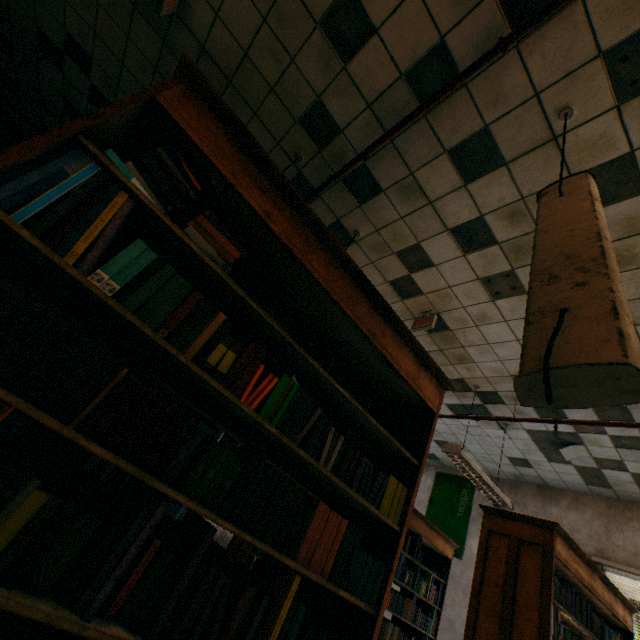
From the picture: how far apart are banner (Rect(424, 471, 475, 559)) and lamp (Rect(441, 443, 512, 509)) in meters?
2.2

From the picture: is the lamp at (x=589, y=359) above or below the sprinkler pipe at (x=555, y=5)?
below

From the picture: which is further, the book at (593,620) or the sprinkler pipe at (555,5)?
the book at (593,620)

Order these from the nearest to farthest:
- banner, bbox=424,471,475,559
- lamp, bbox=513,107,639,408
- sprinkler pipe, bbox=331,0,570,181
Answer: lamp, bbox=513,107,639,408
sprinkler pipe, bbox=331,0,570,181
banner, bbox=424,471,475,559

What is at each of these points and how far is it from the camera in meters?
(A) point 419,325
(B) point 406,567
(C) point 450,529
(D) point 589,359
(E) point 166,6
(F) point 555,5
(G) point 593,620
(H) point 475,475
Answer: (A) sign, 4.0 m
(B) book, 4.2 m
(C) banner, 6.6 m
(D) lamp, 0.8 m
(E) sign, 2.6 m
(F) sprinkler pipe, 1.6 m
(G) book, 2.9 m
(H) lamp, 4.3 m

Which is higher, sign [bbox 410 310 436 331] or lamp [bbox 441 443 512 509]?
sign [bbox 410 310 436 331]

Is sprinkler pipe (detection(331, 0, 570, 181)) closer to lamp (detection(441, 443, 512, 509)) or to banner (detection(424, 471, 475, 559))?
lamp (detection(441, 443, 512, 509))

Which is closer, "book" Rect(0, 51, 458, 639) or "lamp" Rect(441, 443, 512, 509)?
"book" Rect(0, 51, 458, 639)
